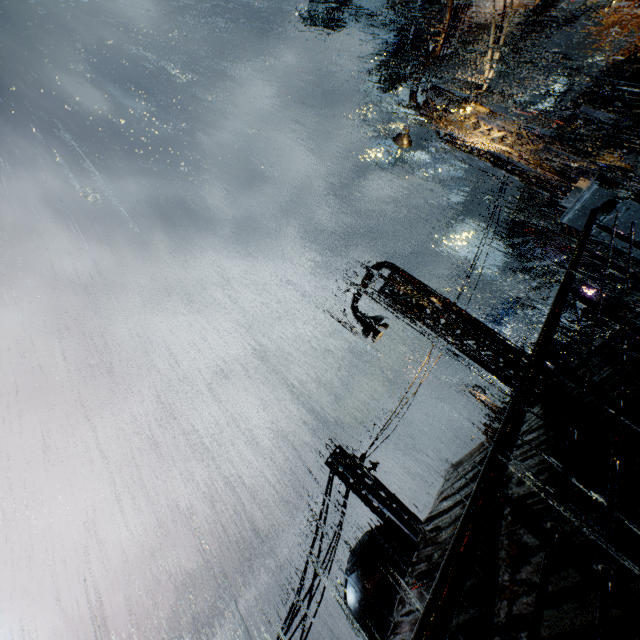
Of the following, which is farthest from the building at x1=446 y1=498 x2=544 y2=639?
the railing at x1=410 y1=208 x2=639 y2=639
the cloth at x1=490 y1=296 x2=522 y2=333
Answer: the cloth at x1=490 y1=296 x2=522 y2=333

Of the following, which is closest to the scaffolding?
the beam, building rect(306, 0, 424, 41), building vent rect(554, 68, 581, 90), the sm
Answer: building rect(306, 0, 424, 41)

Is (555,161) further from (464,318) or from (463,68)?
(463,68)

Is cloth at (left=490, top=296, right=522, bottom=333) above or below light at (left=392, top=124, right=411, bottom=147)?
below

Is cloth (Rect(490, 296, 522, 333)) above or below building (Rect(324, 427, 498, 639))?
below

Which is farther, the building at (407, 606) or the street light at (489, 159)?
the street light at (489, 159)

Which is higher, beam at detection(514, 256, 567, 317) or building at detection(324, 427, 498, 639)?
building at detection(324, 427, 498, 639)

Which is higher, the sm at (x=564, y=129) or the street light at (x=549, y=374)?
the sm at (x=564, y=129)
